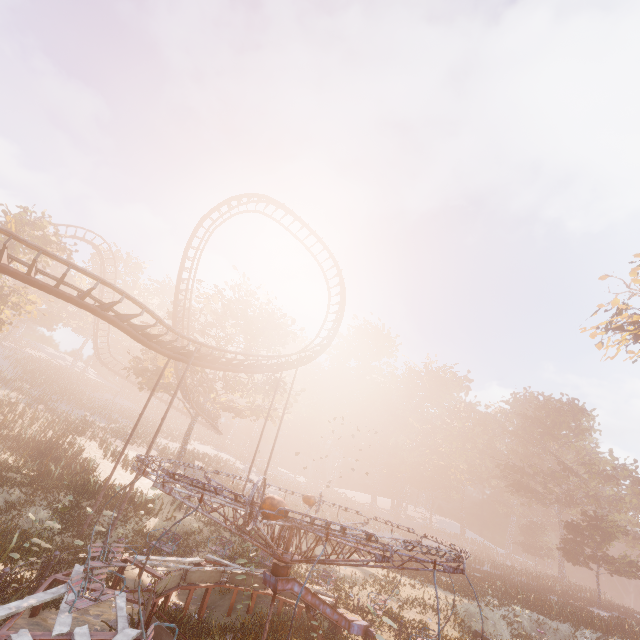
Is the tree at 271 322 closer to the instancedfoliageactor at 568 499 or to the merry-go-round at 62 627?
the merry-go-round at 62 627

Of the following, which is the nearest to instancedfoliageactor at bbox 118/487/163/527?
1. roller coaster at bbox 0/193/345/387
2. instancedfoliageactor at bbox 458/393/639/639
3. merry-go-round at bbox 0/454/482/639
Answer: merry-go-round at bbox 0/454/482/639

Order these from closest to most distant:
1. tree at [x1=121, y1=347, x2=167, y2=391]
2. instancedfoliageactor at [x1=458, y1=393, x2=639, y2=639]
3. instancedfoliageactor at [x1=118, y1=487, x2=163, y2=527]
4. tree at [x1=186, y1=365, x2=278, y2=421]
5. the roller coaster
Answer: the roller coaster → instancedfoliageactor at [x1=118, y1=487, x2=163, y2=527] → instancedfoliageactor at [x1=458, y1=393, x2=639, y2=639] → tree at [x1=121, y1=347, x2=167, y2=391] → tree at [x1=186, y1=365, x2=278, y2=421]

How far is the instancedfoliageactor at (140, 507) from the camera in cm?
1659

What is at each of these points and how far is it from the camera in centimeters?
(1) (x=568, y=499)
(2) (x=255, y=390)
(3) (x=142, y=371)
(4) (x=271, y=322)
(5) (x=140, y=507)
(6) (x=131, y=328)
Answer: (1) instancedfoliageactor, 5631cm
(2) tree, 3047cm
(3) tree, 2784cm
(4) tree, 3434cm
(5) instancedfoliageactor, 1723cm
(6) roller coaster, 1495cm

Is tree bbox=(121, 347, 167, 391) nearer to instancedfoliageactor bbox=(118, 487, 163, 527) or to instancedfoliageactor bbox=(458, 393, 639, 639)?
instancedfoliageactor bbox=(118, 487, 163, 527)

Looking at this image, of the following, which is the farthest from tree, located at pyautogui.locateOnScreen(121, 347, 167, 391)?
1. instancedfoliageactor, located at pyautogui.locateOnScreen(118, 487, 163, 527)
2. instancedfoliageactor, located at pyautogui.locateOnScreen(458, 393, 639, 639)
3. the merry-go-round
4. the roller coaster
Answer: instancedfoliageactor, located at pyautogui.locateOnScreen(458, 393, 639, 639)

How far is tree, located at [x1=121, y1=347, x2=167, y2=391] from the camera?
27.6m
